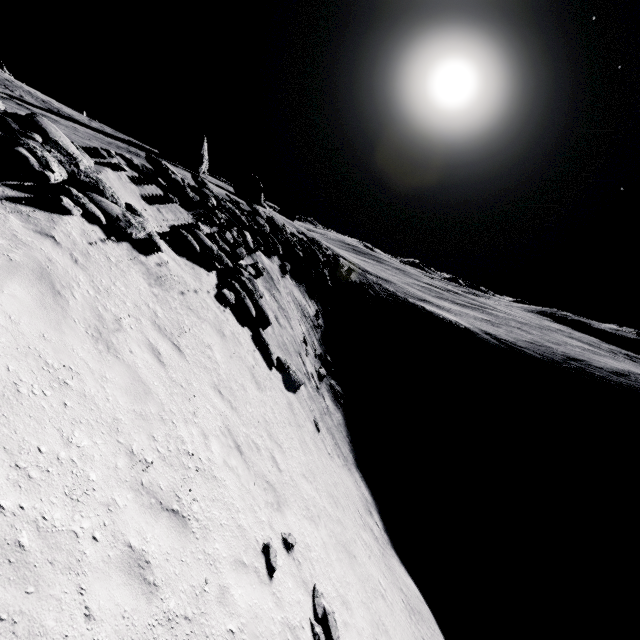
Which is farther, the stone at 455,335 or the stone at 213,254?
the stone at 455,335

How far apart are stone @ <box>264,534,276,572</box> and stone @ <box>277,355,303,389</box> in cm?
841

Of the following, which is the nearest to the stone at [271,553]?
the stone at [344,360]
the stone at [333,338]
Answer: the stone at [344,360]

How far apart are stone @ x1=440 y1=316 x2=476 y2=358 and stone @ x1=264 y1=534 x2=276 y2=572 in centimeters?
4538cm

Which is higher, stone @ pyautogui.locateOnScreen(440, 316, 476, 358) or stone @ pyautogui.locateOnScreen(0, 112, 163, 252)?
stone @ pyautogui.locateOnScreen(0, 112, 163, 252)

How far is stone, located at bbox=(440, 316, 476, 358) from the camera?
48.25m

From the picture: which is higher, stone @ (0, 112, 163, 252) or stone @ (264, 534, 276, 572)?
stone @ (0, 112, 163, 252)

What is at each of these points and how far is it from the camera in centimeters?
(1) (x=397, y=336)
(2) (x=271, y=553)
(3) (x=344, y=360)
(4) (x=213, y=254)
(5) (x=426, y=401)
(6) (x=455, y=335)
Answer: (1) stone, 3991cm
(2) stone, 681cm
(3) stone, 2652cm
(4) stone, 1380cm
(5) stone, 3816cm
(6) stone, 4966cm
